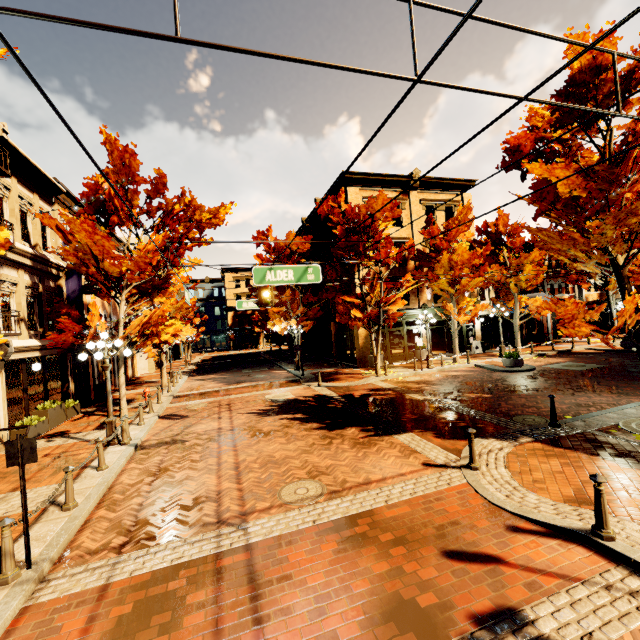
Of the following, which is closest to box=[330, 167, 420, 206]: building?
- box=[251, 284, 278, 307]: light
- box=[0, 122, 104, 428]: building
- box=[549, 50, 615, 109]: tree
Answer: box=[549, 50, 615, 109]: tree

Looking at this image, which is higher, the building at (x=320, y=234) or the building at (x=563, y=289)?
the building at (x=320, y=234)

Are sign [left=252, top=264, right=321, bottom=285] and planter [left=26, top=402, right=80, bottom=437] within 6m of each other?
no

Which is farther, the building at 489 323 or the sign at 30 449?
the building at 489 323

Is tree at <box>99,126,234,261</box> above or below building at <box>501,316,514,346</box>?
above

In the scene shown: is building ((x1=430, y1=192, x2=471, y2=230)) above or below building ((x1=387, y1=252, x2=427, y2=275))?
above

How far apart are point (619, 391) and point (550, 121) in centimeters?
1002cm

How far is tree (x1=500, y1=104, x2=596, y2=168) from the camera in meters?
8.8 m
